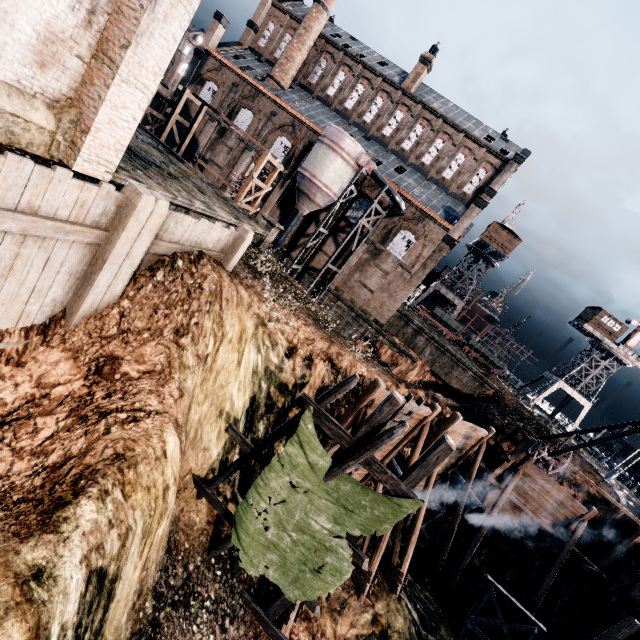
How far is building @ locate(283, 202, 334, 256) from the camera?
35.66m

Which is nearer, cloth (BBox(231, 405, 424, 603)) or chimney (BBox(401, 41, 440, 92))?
cloth (BBox(231, 405, 424, 603))

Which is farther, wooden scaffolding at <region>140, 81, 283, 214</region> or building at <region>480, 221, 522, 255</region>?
building at <region>480, 221, 522, 255</region>

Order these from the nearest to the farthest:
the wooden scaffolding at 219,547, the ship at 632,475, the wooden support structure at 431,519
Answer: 1. the wooden scaffolding at 219,547
2. the wooden support structure at 431,519
3. the ship at 632,475

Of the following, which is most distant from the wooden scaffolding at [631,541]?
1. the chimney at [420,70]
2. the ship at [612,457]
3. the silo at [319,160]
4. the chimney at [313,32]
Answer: the chimney at [313,32]

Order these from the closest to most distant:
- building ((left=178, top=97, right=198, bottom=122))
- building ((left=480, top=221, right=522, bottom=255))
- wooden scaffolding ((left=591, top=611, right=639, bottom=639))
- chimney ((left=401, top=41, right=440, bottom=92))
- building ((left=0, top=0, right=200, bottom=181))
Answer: building ((left=0, top=0, right=200, bottom=181)) → wooden scaffolding ((left=591, top=611, right=639, bottom=639)) → chimney ((left=401, top=41, right=440, bottom=92)) → building ((left=178, top=97, right=198, bottom=122)) → building ((left=480, top=221, right=522, bottom=255))

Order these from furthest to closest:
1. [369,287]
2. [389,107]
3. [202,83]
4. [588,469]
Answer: [202,83], [389,107], [369,287], [588,469]

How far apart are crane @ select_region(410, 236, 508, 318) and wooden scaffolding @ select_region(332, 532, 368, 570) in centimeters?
5021cm
